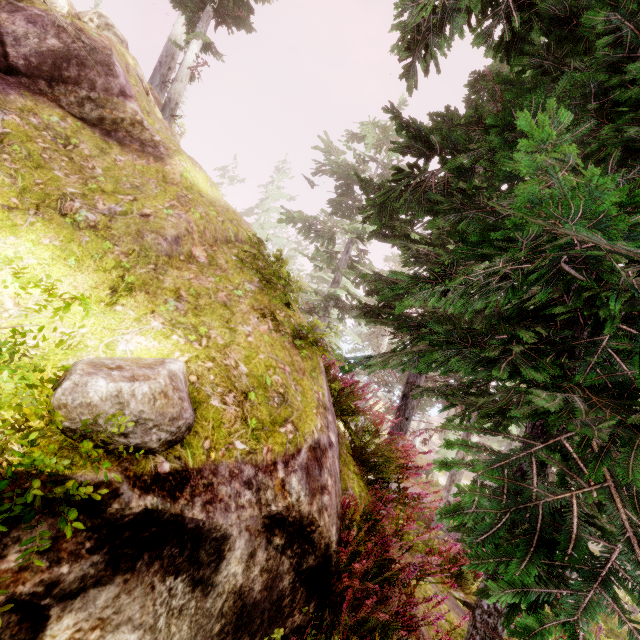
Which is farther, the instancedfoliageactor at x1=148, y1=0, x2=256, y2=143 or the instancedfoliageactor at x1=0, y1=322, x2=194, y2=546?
the instancedfoliageactor at x1=148, y1=0, x2=256, y2=143

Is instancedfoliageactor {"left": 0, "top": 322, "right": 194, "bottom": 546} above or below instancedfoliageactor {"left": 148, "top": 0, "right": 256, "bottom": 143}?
below

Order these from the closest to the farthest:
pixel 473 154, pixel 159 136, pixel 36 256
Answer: pixel 36 256 → pixel 473 154 → pixel 159 136

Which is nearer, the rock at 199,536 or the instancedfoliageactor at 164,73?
the rock at 199,536

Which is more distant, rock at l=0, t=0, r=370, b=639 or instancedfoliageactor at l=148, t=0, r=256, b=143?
instancedfoliageactor at l=148, t=0, r=256, b=143

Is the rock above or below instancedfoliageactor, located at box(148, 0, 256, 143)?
below

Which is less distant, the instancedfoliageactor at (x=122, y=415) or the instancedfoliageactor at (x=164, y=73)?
the instancedfoliageactor at (x=122, y=415)
